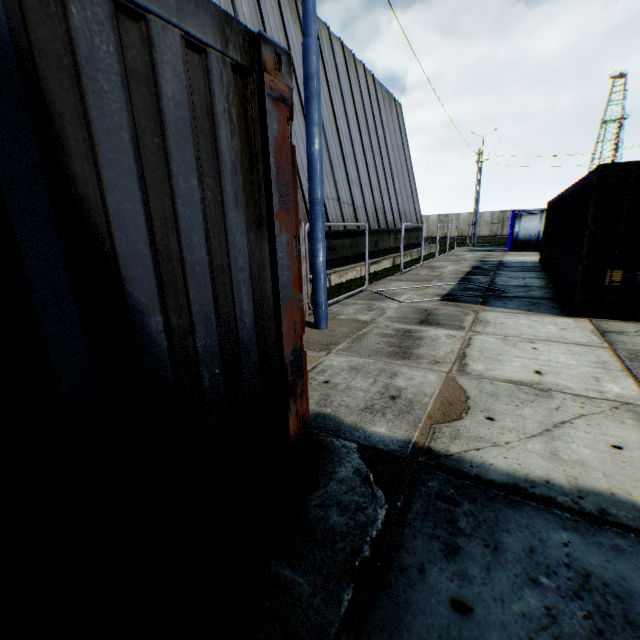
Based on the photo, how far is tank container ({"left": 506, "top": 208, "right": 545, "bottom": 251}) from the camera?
22.7 meters

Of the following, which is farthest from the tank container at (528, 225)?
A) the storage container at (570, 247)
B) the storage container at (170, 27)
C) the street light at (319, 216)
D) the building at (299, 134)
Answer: the storage container at (170, 27)

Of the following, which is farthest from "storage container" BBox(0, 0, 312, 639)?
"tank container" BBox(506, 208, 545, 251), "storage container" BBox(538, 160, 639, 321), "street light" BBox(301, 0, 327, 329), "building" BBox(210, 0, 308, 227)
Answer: "tank container" BBox(506, 208, 545, 251)

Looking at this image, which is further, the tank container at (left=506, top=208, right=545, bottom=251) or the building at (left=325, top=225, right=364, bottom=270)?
the tank container at (left=506, top=208, right=545, bottom=251)

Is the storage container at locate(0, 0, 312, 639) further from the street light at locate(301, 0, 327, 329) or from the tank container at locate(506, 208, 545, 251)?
the tank container at locate(506, 208, 545, 251)

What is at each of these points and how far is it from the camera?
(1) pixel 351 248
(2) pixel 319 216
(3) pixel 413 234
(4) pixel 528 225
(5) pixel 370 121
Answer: (1) building, 15.1m
(2) street light, 6.1m
(3) building, 24.1m
(4) tank container, 22.9m
(5) building, 18.9m

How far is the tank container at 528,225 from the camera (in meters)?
22.67

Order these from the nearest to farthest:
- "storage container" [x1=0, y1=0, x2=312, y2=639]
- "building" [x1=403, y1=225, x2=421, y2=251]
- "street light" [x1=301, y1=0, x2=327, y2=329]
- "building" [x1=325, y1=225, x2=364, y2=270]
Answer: "storage container" [x1=0, y1=0, x2=312, y2=639] → "street light" [x1=301, y1=0, x2=327, y2=329] → "building" [x1=325, y1=225, x2=364, y2=270] → "building" [x1=403, y1=225, x2=421, y2=251]
